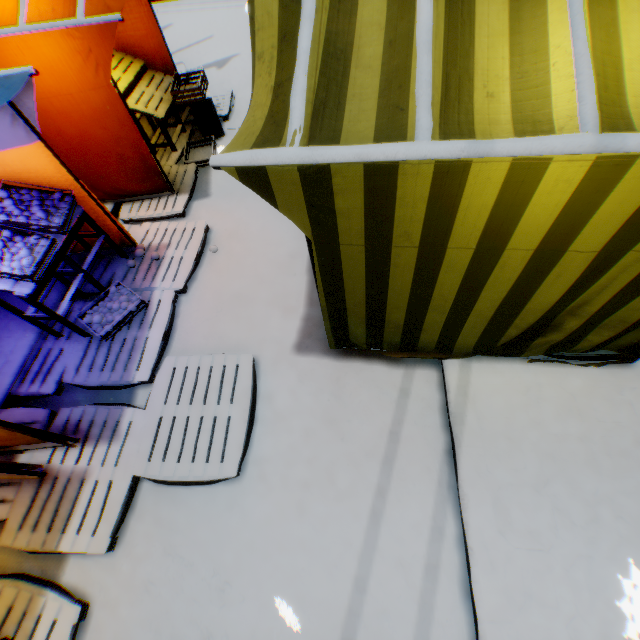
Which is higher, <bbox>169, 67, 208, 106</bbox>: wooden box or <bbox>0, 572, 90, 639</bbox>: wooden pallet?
<bbox>169, 67, 208, 106</bbox>: wooden box

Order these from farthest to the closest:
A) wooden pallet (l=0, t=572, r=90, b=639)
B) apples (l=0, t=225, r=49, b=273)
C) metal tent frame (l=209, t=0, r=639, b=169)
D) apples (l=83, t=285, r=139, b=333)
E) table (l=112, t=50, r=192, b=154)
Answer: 1. table (l=112, t=50, r=192, b=154)
2. apples (l=83, t=285, r=139, b=333)
3. apples (l=0, t=225, r=49, b=273)
4. wooden pallet (l=0, t=572, r=90, b=639)
5. metal tent frame (l=209, t=0, r=639, b=169)

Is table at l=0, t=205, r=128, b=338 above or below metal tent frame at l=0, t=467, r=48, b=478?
above

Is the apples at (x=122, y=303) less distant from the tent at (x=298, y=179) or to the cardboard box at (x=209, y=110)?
the tent at (x=298, y=179)

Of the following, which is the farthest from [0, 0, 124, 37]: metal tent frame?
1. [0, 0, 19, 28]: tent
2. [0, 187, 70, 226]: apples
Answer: [0, 187, 70, 226]: apples

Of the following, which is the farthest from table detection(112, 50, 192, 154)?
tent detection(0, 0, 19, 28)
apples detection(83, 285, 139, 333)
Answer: apples detection(83, 285, 139, 333)

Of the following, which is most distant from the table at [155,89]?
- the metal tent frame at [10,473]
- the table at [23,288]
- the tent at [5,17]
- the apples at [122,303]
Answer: the apples at [122,303]

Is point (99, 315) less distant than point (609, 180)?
No
